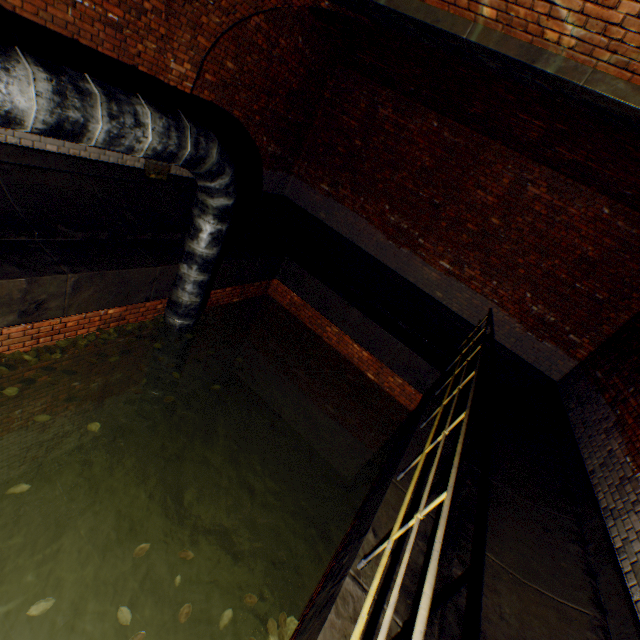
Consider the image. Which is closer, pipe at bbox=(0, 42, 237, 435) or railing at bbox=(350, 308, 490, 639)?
railing at bbox=(350, 308, 490, 639)

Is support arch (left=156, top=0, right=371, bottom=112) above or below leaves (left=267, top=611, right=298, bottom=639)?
above

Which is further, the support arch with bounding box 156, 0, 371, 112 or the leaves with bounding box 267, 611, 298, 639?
the support arch with bounding box 156, 0, 371, 112

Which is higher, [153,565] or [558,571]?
[558,571]

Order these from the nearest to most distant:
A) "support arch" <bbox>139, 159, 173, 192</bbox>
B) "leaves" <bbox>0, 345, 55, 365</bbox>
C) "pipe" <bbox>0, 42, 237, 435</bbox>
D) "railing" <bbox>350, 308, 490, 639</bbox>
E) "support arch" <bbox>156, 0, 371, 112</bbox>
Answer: "railing" <bbox>350, 308, 490, 639</bbox> → "pipe" <bbox>0, 42, 237, 435</bbox> → "leaves" <bbox>0, 345, 55, 365</bbox> → "support arch" <bbox>156, 0, 371, 112</bbox> → "support arch" <bbox>139, 159, 173, 192</bbox>

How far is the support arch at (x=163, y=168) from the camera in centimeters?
629cm

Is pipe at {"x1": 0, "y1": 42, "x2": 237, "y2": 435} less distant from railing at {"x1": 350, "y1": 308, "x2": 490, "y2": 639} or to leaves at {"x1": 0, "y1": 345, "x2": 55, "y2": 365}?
leaves at {"x1": 0, "y1": 345, "x2": 55, "y2": 365}

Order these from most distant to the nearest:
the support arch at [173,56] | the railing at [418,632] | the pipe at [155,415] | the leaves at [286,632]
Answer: the support arch at [173,56] < the leaves at [286,632] < the pipe at [155,415] < the railing at [418,632]
